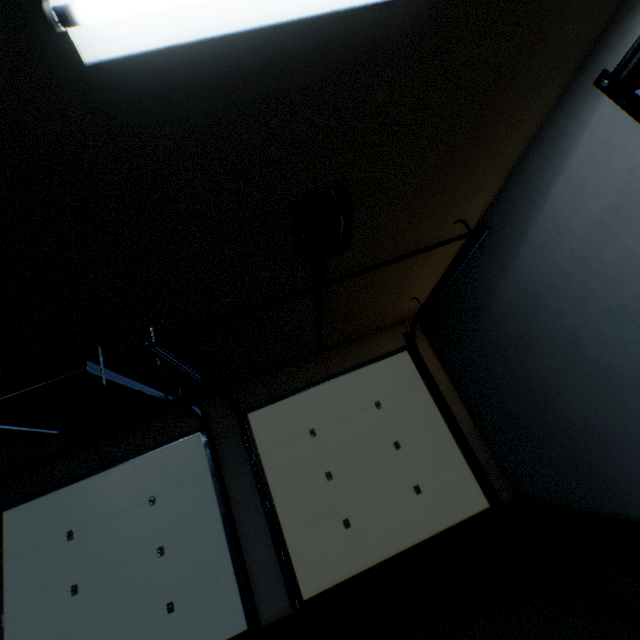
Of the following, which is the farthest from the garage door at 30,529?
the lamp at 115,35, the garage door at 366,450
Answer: the lamp at 115,35

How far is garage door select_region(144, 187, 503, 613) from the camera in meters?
2.2

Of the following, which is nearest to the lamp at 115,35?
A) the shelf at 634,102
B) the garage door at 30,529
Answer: the shelf at 634,102

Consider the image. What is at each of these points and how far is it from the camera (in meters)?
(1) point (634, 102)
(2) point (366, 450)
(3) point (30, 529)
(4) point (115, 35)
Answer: (1) shelf, 1.04
(2) garage door, 3.89
(3) garage door, 3.56
(4) lamp, 0.86

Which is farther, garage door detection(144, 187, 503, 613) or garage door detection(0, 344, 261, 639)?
garage door detection(0, 344, 261, 639)

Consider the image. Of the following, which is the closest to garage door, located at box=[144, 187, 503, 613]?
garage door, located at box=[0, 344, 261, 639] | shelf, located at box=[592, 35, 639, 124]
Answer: garage door, located at box=[0, 344, 261, 639]

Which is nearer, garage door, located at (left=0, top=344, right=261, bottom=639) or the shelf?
the shelf

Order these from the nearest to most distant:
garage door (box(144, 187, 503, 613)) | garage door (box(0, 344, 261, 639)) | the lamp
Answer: the lamp → garage door (box(144, 187, 503, 613)) → garage door (box(0, 344, 261, 639))
